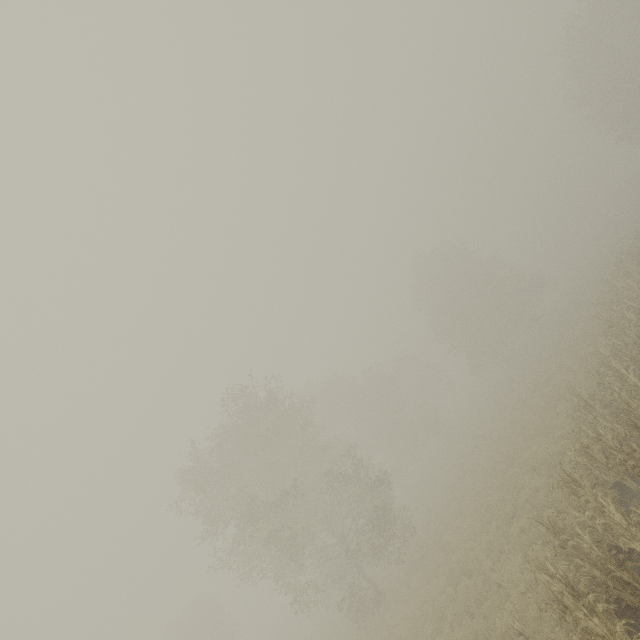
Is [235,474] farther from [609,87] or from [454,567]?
[609,87]
